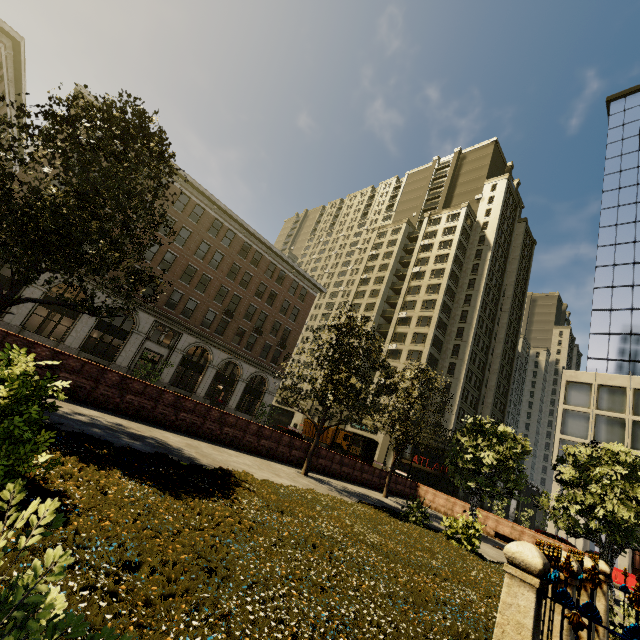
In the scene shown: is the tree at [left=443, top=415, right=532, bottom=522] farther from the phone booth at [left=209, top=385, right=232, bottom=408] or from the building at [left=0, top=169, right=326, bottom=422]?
the phone booth at [left=209, top=385, right=232, bottom=408]

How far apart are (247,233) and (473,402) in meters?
40.8 m

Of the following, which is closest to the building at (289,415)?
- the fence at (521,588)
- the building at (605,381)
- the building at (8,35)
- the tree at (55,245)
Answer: the tree at (55,245)

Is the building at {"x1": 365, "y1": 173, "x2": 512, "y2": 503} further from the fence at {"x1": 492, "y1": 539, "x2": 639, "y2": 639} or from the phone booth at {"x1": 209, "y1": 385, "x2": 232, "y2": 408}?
the fence at {"x1": 492, "y1": 539, "x2": 639, "y2": 639}

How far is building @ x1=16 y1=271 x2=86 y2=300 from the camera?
24.4m

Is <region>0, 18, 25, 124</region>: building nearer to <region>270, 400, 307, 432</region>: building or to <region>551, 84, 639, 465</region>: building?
<region>270, 400, 307, 432</region>: building

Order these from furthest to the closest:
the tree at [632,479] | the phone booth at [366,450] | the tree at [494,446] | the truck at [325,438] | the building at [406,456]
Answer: the building at [406,456], the truck at [325,438], the phone booth at [366,450], the tree at [494,446], the tree at [632,479]

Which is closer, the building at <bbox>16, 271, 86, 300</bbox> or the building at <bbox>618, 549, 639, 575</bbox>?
the building at <bbox>16, 271, 86, 300</bbox>
